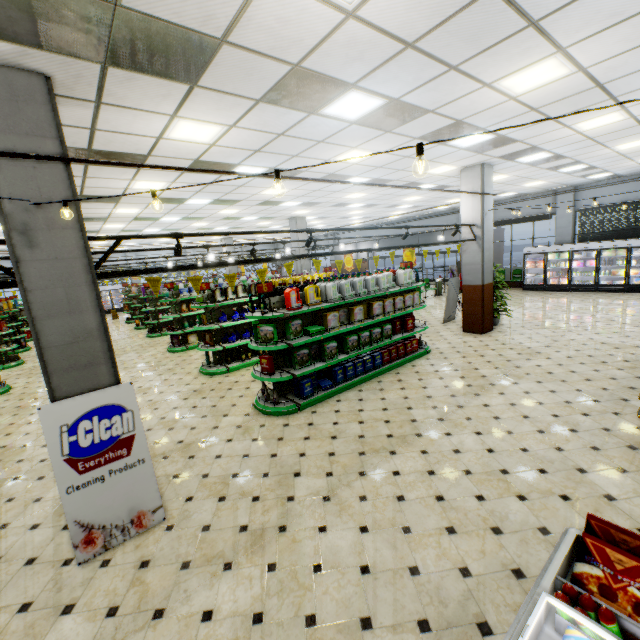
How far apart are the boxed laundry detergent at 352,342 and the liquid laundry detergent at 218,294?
3.2m

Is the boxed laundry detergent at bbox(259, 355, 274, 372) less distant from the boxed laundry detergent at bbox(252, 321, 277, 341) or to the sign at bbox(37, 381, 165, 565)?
the boxed laundry detergent at bbox(252, 321, 277, 341)

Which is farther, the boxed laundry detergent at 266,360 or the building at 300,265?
the building at 300,265

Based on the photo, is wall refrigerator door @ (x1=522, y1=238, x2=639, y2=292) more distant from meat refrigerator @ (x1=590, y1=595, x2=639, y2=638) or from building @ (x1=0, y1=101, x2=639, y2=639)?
meat refrigerator @ (x1=590, y1=595, x2=639, y2=638)

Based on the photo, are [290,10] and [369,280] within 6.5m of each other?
yes

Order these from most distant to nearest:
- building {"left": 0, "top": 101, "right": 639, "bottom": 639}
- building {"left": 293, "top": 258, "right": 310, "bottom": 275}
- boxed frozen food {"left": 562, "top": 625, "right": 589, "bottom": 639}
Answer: building {"left": 293, "top": 258, "right": 310, "bottom": 275} < building {"left": 0, "top": 101, "right": 639, "bottom": 639} < boxed frozen food {"left": 562, "top": 625, "right": 589, "bottom": 639}

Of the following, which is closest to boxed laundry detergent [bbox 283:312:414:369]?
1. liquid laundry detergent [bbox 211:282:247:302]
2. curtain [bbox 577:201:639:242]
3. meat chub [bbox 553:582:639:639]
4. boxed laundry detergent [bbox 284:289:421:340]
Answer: boxed laundry detergent [bbox 284:289:421:340]

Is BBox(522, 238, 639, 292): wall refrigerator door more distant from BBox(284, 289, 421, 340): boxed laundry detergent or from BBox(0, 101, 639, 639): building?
BBox(284, 289, 421, 340): boxed laundry detergent
